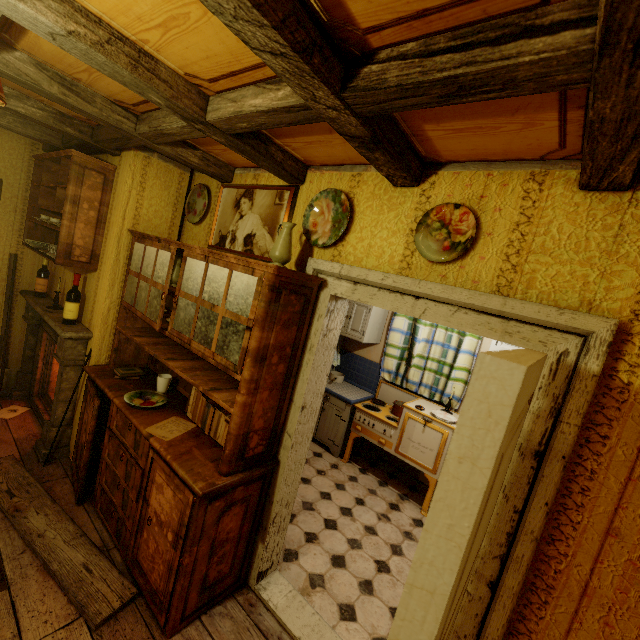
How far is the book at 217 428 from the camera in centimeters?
215cm

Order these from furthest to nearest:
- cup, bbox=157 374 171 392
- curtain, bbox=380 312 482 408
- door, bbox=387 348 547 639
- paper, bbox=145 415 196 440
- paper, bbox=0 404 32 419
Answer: curtain, bbox=380 312 482 408
paper, bbox=0 404 32 419
cup, bbox=157 374 171 392
paper, bbox=145 415 196 440
door, bbox=387 348 547 639

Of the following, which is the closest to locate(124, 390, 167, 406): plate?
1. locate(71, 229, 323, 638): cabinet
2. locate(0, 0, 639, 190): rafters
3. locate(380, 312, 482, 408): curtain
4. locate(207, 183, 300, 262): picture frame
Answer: locate(71, 229, 323, 638): cabinet

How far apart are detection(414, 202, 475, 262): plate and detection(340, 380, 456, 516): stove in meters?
2.4 m

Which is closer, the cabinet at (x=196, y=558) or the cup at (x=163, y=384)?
the cabinet at (x=196, y=558)

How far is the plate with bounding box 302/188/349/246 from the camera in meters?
2.0 m

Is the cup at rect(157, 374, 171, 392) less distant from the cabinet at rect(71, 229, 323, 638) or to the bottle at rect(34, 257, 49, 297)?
the cabinet at rect(71, 229, 323, 638)

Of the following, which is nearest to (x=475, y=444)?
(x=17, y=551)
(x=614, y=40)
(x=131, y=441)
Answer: (x=614, y=40)
